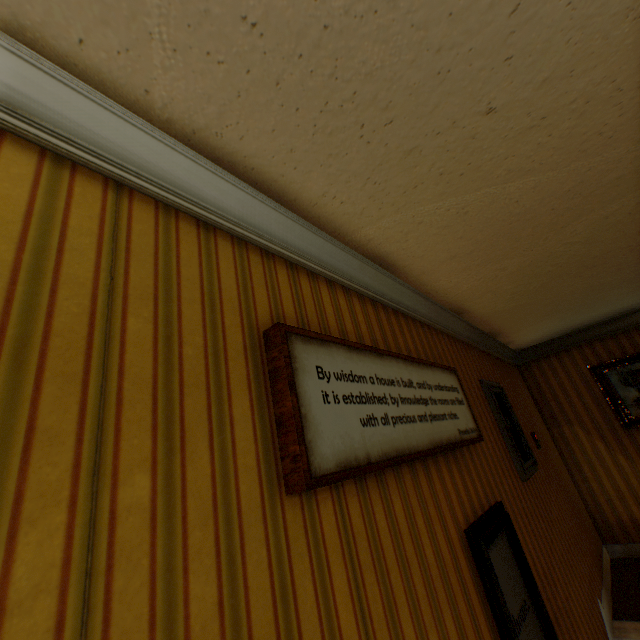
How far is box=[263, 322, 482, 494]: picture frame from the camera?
1.1m

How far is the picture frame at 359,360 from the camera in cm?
110

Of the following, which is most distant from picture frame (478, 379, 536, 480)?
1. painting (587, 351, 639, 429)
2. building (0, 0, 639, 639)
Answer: painting (587, 351, 639, 429)

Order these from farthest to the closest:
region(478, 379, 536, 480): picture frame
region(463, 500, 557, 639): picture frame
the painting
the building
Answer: the painting, region(478, 379, 536, 480): picture frame, region(463, 500, 557, 639): picture frame, the building

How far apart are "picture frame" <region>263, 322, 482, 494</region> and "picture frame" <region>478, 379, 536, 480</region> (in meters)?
0.99

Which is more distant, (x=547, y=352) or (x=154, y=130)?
(x=547, y=352)

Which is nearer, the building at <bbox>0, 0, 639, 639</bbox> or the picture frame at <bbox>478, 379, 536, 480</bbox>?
the building at <bbox>0, 0, 639, 639</bbox>

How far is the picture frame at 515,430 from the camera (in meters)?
3.14
